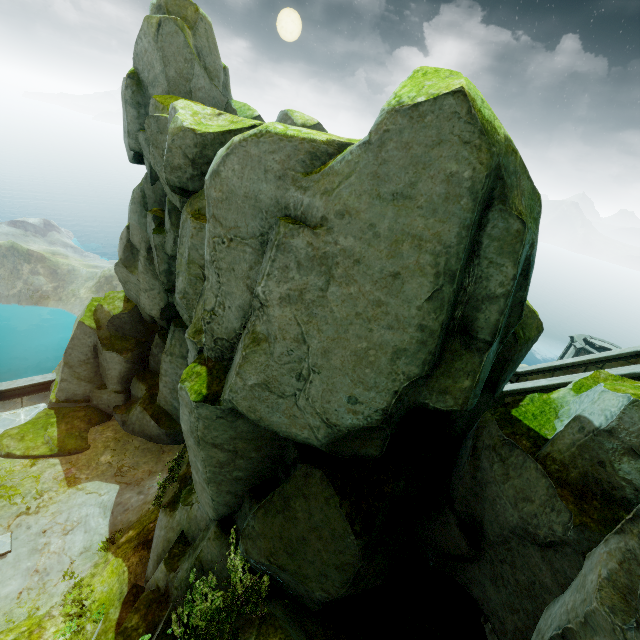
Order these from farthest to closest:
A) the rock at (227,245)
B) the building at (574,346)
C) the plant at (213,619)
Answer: the building at (574,346) < the plant at (213,619) < the rock at (227,245)

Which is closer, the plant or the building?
the plant

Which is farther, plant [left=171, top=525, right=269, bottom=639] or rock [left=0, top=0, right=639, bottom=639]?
plant [left=171, top=525, right=269, bottom=639]

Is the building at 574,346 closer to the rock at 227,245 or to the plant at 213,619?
the rock at 227,245

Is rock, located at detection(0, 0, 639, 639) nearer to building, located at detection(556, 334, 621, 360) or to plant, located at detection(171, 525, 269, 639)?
plant, located at detection(171, 525, 269, 639)

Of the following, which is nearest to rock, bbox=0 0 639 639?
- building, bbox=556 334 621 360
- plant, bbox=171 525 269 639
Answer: plant, bbox=171 525 269 639

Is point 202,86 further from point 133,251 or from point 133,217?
point 133,251
